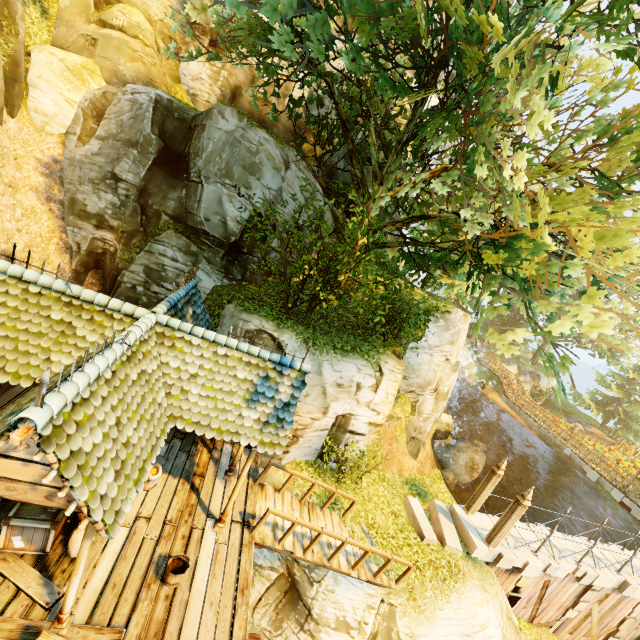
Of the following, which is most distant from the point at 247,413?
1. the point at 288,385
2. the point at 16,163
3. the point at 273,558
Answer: the point at 16,163

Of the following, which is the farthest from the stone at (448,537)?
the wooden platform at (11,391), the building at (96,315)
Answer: the building at (96,315)

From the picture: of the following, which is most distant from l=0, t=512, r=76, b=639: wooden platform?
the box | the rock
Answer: the rock

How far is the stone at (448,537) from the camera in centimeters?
1102cm

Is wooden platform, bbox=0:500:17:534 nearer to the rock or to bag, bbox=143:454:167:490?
bag, bbox=143:454:167:490

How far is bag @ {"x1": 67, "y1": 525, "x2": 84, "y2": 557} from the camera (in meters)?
6.08

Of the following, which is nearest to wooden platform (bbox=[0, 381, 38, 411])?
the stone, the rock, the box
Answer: the box

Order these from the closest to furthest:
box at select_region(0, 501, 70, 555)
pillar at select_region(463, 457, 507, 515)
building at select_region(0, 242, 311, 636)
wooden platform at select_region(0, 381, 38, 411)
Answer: building at select_region(0, 242, 311, 636) < box at select_region(0, 501, 70, 555) < wooden platform at select_region(0, 381, 38, 411) < pillar at select_region(463, 457, 507, 515)
